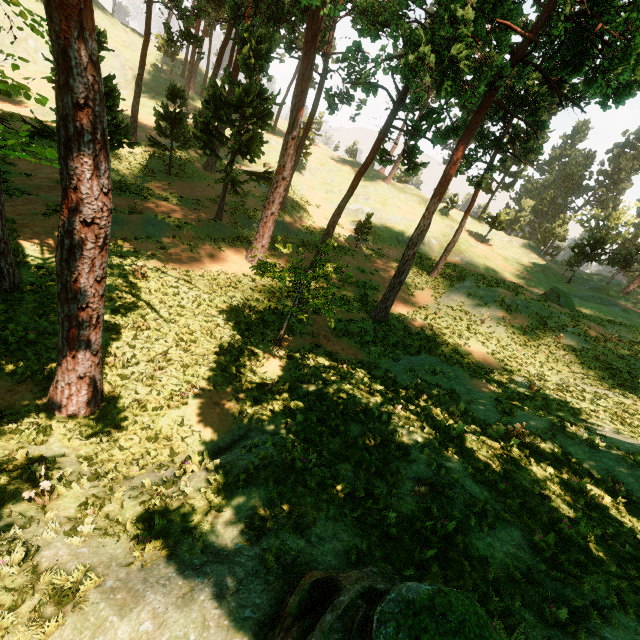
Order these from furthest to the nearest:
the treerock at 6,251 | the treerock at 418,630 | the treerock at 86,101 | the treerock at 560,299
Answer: the treerock at 560,299, the treerock at 6,251, the treerock at 86,101, the treerock at 418,630

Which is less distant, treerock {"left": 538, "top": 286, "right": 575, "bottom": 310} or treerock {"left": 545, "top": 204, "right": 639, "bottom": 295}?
treerock {"left": 538, "top": 286, "right": 575, "bottom": 310}

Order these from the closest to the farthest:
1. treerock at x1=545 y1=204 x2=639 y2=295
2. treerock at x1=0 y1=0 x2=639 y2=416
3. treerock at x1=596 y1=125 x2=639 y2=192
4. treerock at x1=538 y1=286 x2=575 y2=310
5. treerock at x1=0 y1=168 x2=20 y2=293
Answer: treerock at x1=0 y1=0 x2=639 y2=416
treerock at x1=0 y1=168 x2=20 y2=293
treerock at x1=538 y1=286 x2=575 y2=310
treerock at x1=545 y1=204 x2=639 y2=295
treerock at x1=596 y1=125 x2=639 y2=192

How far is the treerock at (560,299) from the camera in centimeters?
3044cm

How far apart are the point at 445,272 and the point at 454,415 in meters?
23.7 m

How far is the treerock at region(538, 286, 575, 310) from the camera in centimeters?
3044cm
